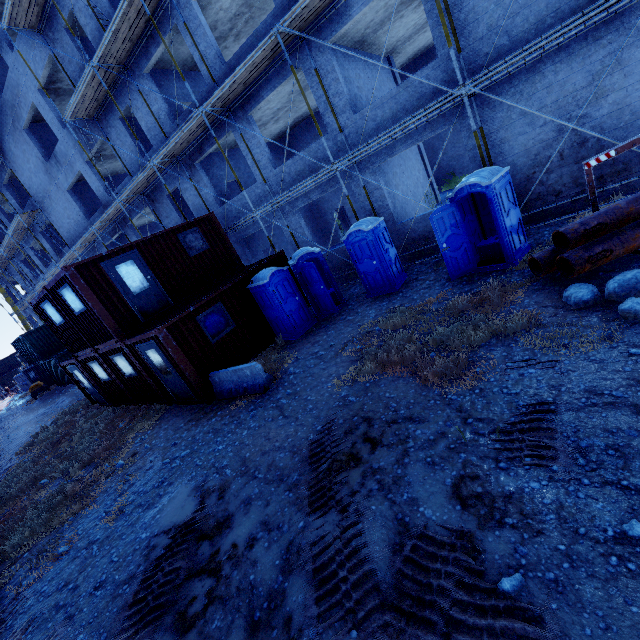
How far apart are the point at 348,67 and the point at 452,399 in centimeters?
1318cm

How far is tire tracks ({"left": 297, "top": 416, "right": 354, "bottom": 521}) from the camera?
4.3 meters

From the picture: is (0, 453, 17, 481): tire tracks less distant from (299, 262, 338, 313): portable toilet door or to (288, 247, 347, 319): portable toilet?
(288, 247, 347, 319): portable toilet

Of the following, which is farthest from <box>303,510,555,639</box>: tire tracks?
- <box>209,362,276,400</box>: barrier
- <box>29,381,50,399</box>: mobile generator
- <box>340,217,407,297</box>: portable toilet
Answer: <box>29,381,50,399</box>: mobile generator

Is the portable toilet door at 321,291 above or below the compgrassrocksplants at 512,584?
above

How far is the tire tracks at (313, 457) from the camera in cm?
434

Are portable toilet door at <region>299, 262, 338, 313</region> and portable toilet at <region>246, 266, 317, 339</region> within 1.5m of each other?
yes

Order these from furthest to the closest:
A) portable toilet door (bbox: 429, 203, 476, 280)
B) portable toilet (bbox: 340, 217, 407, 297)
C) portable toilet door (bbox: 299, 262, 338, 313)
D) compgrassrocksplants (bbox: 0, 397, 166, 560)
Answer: portable toilet door (bbox: 299, 262, 338, 313)
portable toilet (bbox: 340, 217, 407, 297)
portable toilet door (bbox: 429, 203, 476, 280)
compgrassrocksplants (bbox: 0, 397, 166, 560)
